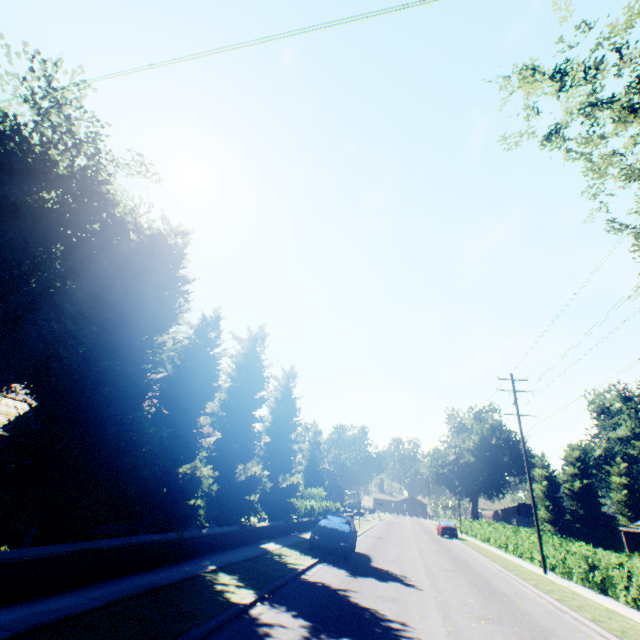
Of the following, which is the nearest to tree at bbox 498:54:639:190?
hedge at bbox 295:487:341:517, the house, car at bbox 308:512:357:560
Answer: hedge at bbox 295:487:341:517

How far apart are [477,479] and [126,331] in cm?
6790

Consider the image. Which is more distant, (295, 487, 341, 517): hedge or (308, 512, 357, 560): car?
(295, 487, 341, 517): hedge

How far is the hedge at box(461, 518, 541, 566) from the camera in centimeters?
2173cm

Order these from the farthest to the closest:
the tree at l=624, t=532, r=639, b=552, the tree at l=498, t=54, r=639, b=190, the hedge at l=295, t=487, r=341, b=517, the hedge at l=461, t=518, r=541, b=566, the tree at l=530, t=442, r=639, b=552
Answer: the tree at l=530, t=442, r=639, b=552 → the tree at l=624, t=532, r=639, b=552 → the hedge at l=295, t=487, r=341, b=517 → the hedge at l=461, t=518, r=541, b=566 → the tree at l=498, t=54, r=639, b=190

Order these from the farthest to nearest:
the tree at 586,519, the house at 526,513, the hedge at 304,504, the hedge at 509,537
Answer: the house at 526,513 < the tree at 586,519 < the hedge at 304,504 < the hedge at 509,537

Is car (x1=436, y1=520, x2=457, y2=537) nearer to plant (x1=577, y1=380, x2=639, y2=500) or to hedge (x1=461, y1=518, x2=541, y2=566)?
hedge (x1=461, y1=518, x2=541, y2=566)

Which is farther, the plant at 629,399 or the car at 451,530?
the plant at 629,399
